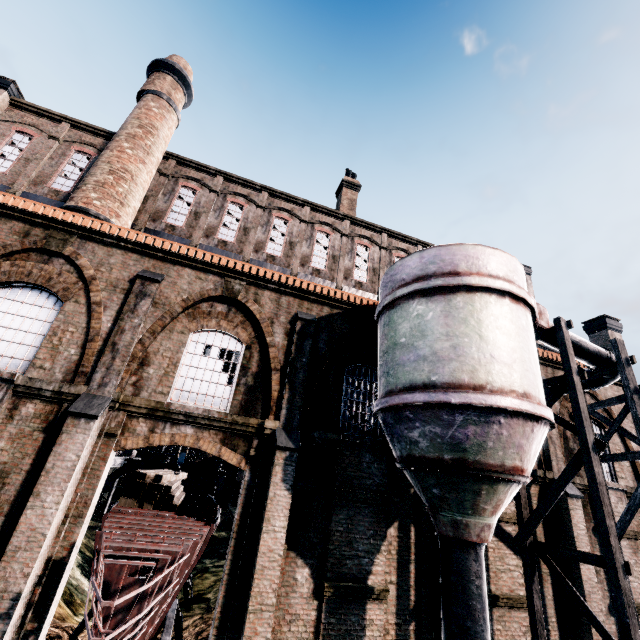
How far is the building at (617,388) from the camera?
16.4m

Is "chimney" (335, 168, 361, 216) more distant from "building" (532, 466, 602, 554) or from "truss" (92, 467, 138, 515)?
"truss" (92, 467, 138, 515)

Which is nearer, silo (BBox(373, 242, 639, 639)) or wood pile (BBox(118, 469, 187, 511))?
silo (BBox(373, 242, 639, 639))

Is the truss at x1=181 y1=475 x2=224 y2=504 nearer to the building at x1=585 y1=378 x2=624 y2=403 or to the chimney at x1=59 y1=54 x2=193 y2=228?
the building at x1=585 y1=378 x2=624 y2=403

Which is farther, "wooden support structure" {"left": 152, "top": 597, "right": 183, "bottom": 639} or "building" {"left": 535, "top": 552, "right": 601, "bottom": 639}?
"building" {"left": 535, "top": 552, "right": 601, "bottom": 639}

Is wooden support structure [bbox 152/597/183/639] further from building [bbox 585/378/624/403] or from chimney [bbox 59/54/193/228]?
chimney [bbox 59/54/193/228]

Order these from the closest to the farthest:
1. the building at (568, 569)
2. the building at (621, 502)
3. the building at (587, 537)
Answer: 1. the building at (568, 569)
2. the building at (587, 537)
3. the building at (621, 502)

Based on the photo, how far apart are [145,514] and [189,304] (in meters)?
7.02
